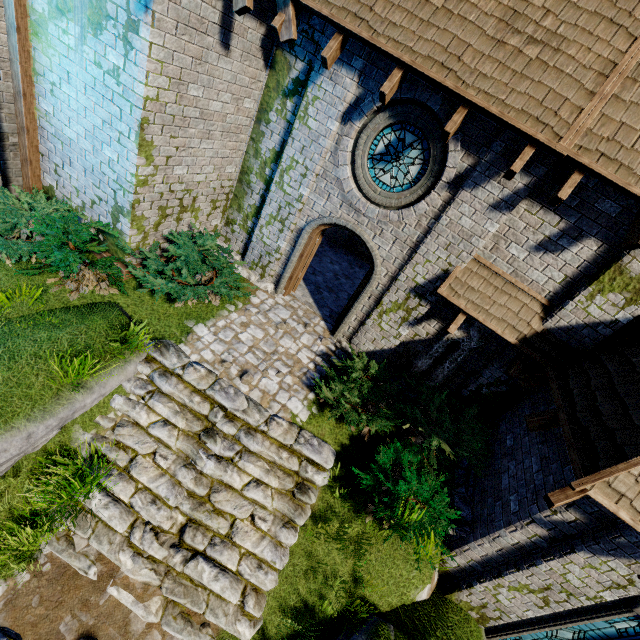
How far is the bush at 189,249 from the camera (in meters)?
6.69

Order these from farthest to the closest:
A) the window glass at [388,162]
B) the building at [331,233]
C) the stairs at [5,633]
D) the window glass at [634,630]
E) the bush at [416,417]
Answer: the building at [331,233] → the window glass at [388,162] → the bush at [416,417] → the window glass at [634,630] → the stairs at [5,633]

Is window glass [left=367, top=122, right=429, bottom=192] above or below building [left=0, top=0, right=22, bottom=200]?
above

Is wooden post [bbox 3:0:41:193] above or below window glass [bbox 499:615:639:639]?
above

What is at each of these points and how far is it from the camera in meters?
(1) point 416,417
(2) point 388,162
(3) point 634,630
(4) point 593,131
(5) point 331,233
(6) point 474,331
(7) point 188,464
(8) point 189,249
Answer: (1) bush, 7.1 m
(2) window glass, 6.9 m
(3) window glass, 5.3 m
(4) building, 5.1 m
(5) building, 13.5 m
(6) window slit, 7.3 m
(7) stairs, 6.1 m
(8) bush, 7.2 m

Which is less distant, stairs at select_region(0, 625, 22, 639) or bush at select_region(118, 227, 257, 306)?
stairs at select_region(0, 625, 22, 639)

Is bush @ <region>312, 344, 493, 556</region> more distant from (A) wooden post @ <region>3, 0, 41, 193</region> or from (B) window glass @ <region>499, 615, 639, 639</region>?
(A) wooden post @ <region>3, 0, 41, 193</region>

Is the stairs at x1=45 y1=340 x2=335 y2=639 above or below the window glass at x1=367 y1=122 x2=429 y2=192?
below
